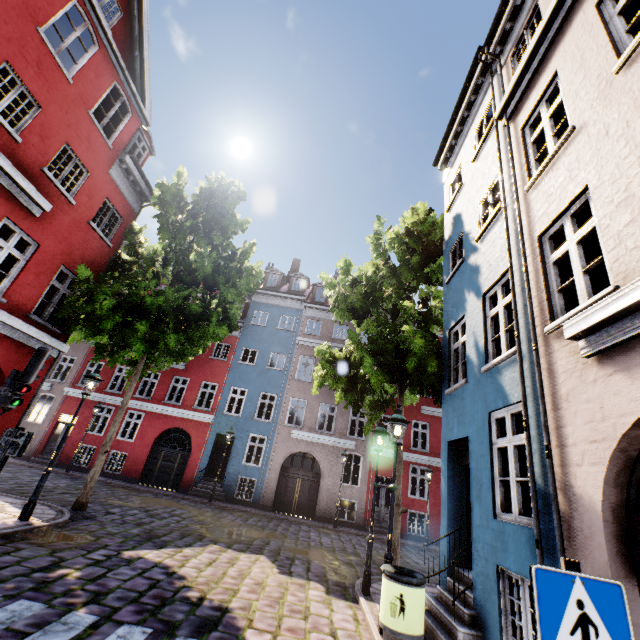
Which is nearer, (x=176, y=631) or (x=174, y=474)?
(x=176, y=631)

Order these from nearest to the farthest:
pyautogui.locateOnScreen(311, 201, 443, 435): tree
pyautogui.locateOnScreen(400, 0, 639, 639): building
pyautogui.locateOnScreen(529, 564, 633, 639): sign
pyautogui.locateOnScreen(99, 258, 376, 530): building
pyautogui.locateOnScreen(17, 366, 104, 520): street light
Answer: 1. pyautogui.locateOnScreen(529, 564, 633, 639): sign
2. pyautogui.locateOnScreen(400, 0, 639, 639): building
3. pyautogui.locateOnScreen(17, 366, 104, 520): street light
4. pyautogui.locateOnScreen(311, 201, 443, 435): tree
5. pyautogui.locateOnScreen(99, 258, 376, 530): building

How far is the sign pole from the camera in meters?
1.8

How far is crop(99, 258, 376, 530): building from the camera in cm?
1880

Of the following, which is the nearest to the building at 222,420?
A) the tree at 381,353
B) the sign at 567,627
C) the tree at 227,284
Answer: the tree at 381,353

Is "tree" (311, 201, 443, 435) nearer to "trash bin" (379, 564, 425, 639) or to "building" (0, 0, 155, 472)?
"building" (0, 0, 155, 472)

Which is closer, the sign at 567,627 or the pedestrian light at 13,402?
the sign at 567,627

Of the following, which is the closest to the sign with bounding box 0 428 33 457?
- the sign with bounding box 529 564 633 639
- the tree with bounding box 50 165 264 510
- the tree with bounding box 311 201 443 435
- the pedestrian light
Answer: the pedestrian light
